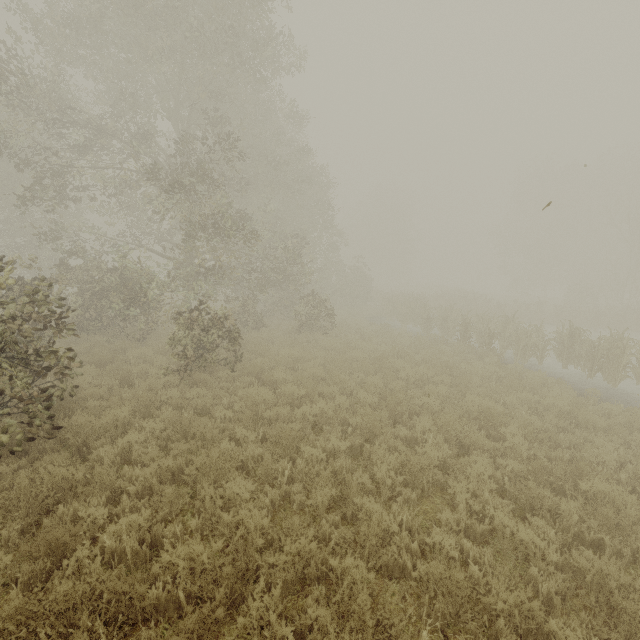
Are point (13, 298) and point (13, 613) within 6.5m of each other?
Result: yes
